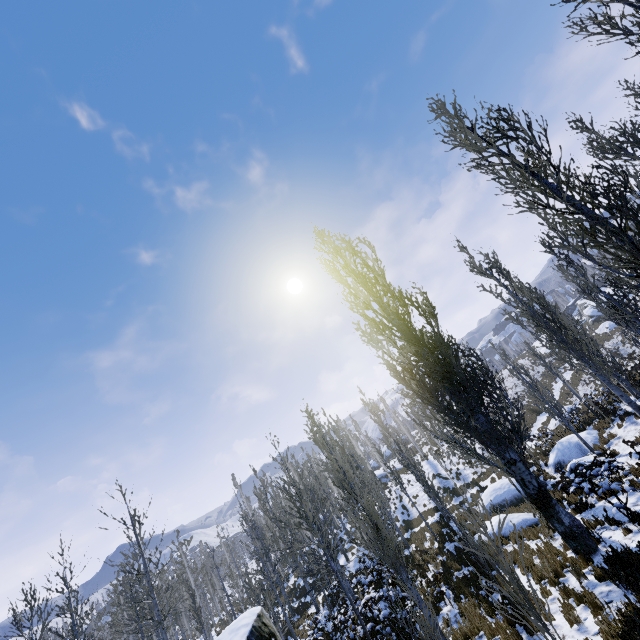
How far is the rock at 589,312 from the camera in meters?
49.6

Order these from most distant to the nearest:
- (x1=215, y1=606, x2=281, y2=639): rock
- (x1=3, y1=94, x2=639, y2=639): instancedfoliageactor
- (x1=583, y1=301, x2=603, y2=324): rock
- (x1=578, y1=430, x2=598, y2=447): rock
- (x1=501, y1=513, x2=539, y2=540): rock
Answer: (x1=583, y1=301, x2=603, y2=324): rock
(x1=578, y1=430, x2=598, y2=447): rock
(x1=501, y1=513, x2=539, y2=540): rock
(x1=215, y1=606, x2=281, y2=639): rock
(x1=3, y1=94, x2=639, y2=639): instancedfoliageactor

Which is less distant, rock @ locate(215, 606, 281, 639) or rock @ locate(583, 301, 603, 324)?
rock @ locate(215, 606, 281, 639)

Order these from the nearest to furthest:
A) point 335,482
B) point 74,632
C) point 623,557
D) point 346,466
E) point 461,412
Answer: point 623,557
point 461,412
point 74,632
point 346,466
point 335,482

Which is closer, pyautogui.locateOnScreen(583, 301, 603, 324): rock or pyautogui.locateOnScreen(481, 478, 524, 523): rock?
pyautogui.locateOnScreen(481, 478, 524, 523): rock

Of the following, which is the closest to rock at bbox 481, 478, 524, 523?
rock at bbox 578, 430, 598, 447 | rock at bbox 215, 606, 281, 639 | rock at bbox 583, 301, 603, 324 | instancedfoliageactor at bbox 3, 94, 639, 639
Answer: rock at bbox 578, 430, 598, 447

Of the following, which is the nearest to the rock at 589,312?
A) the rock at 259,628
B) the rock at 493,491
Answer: the rock at 493,491

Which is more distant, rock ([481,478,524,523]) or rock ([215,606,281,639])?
rock ([481,478,524,523])
